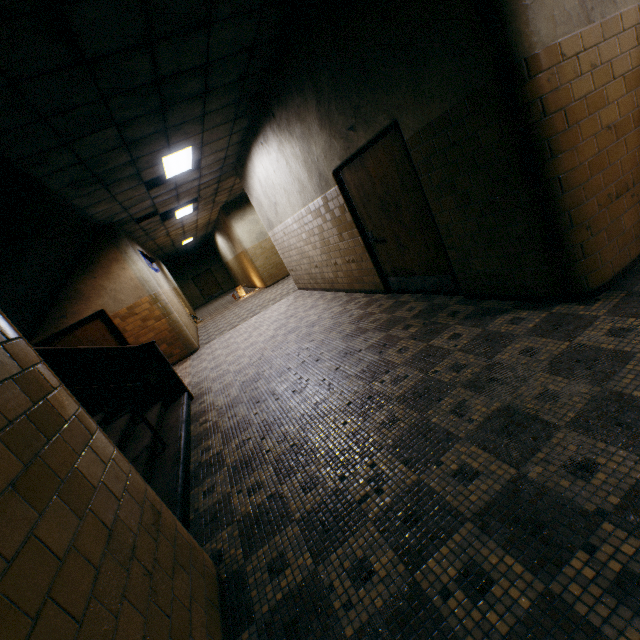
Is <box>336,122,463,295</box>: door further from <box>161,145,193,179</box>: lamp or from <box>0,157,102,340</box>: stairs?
<box>0,157,102,340</box>: stairs

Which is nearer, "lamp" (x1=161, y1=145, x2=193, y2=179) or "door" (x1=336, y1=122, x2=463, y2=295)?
"door" (x1=336, y1=122, x2=463, y2=295)

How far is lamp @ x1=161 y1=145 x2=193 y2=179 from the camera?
6.23m

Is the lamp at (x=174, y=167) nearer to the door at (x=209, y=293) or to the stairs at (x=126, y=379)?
the stairs at (x=126, y=379)

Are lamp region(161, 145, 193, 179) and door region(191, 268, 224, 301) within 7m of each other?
no

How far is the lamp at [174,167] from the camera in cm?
623

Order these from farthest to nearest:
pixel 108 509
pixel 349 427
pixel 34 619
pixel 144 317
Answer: pixel 144 317
pixel 349 427
pixel 108 509
pixel 34 619
